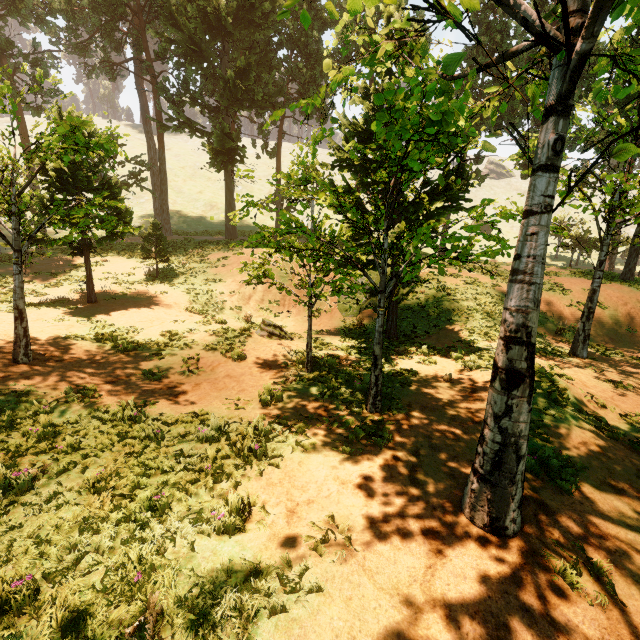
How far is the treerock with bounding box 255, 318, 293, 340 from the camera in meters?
14.0 m

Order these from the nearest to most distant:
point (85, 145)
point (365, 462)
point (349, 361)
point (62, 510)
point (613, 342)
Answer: point (62, 510) → point (365, 462) → point (85, 145) → point (349, 361) → point (613, 342)

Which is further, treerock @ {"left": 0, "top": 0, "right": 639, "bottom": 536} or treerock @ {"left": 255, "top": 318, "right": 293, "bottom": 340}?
treerock @ {"left": 255, "top": 318, "right": 293, "bottom": 340}

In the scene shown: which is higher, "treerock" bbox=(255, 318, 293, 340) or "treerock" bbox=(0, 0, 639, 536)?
"treerock" bbox=(0, 0, 639, 536)

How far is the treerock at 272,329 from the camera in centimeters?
1401cm

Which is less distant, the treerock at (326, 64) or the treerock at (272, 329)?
the treerock at (326, 64)
